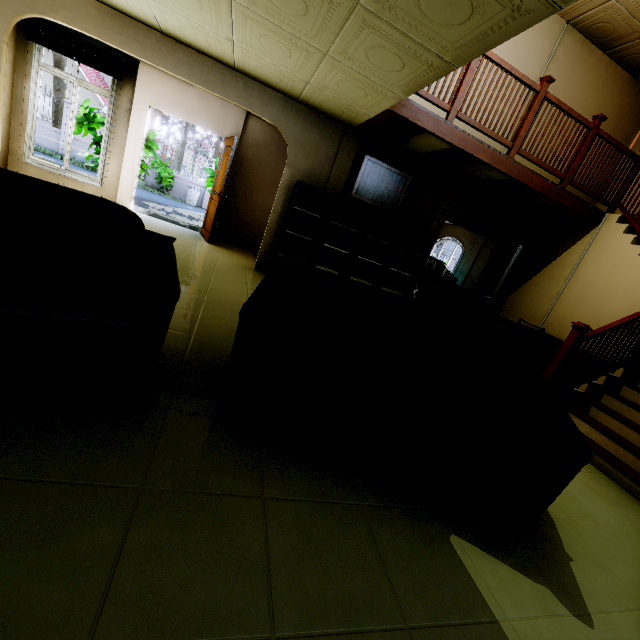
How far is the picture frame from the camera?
5.7m

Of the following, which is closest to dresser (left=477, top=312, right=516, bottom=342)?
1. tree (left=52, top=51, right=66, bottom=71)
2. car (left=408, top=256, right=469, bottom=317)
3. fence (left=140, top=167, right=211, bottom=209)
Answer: car (left=408, top=256, right=469, bottom=317)

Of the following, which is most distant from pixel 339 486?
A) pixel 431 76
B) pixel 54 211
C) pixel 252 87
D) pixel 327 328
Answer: pixel 252 87

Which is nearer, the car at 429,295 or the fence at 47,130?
the car at 429,295

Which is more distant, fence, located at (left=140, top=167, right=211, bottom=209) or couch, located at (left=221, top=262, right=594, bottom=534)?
fence, located at (left=140, top=167, right=211, bottom=209)

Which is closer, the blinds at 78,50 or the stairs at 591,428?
the stairs at 591,428

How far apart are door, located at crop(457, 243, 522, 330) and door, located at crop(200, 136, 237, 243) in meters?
5.6

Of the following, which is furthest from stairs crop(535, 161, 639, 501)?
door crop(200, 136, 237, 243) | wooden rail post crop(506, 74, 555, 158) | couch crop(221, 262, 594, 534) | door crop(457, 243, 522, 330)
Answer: door crop(200, 136, 237, 243)
